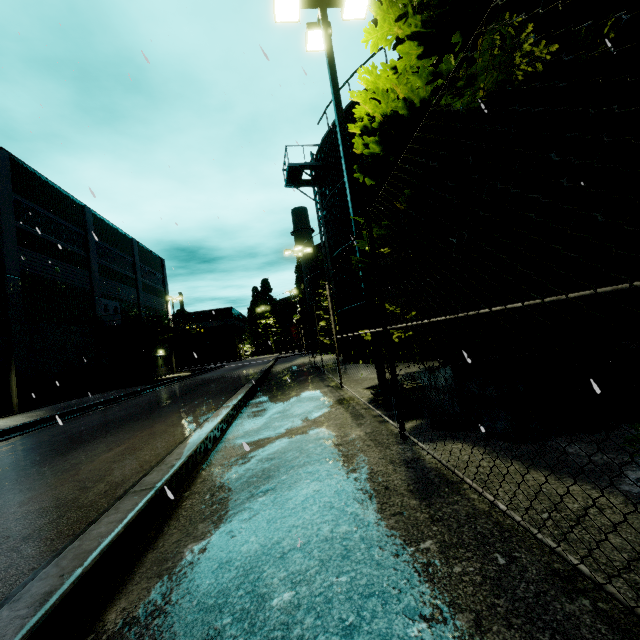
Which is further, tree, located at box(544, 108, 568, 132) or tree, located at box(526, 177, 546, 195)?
tree, located at box(526, 177, 546, 195)

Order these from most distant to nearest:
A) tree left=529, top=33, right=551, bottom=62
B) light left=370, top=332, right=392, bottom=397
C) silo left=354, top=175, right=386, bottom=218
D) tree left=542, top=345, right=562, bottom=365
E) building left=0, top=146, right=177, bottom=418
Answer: building left=0, top=146, right=177, bottom=418
silo left=354, top=175, right=386, bottom=218
light left=370, top=332, right=392, bottom=397
tree left=542, top=345, right=562, bottom=365
tree left=529, top=33, right=551, bottom=62

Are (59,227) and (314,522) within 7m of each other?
no

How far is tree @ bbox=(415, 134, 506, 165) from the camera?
5.72m

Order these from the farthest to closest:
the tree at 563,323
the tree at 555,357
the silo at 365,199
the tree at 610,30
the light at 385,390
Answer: the silo at 365,199
the light at 385,390
the tree at 555,357
the tree at 563,323
the tree at 610,30

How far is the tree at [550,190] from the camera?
6.0 meters
